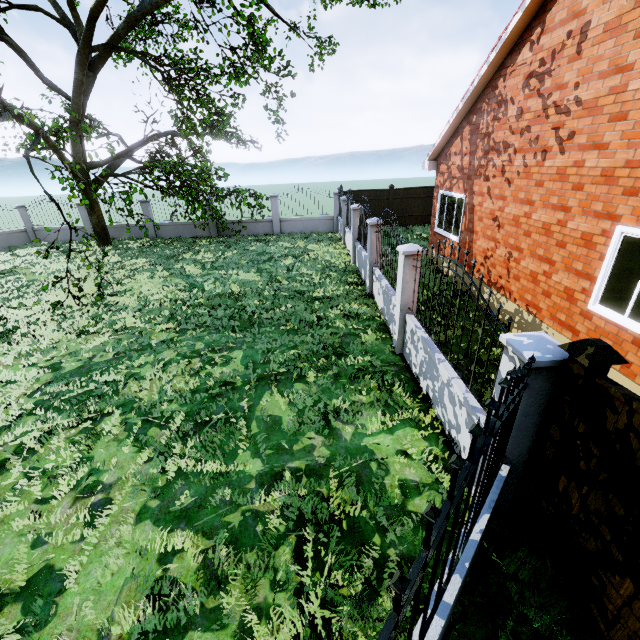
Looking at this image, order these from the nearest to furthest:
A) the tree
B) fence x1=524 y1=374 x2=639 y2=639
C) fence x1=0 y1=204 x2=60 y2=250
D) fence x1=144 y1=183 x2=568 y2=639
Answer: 1. fence x1=144 y1=183 x2=568 y2=639
2. fence x1=524 y1=374 x2=639 y2=639
3. the tree
4. fence x1=0 y1=204 x2=60 y2=250

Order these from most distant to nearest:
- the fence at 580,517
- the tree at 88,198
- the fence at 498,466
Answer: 1. the tree at 88,198
2. the fence at 580,517
3. the fence at 498,466

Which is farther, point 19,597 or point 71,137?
point 71,137

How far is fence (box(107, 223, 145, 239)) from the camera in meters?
19.3 m

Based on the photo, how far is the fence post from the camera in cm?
245

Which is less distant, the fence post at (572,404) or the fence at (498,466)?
the fence at (498,466)

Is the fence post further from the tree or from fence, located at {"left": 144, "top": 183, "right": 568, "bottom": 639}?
the tree
